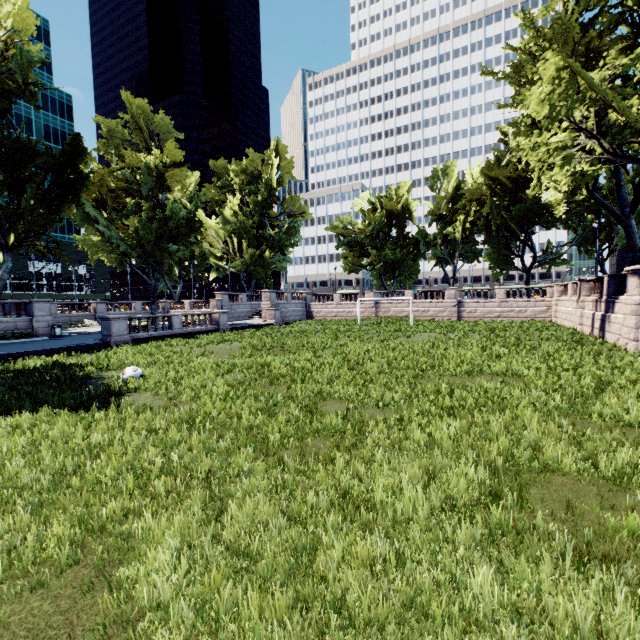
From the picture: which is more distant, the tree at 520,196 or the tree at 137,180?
the tree at 137,180

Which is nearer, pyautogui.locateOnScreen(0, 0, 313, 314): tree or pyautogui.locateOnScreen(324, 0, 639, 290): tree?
pyautogui.locateOnScreen(324, 0, 639, 290): tree

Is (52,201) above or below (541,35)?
below
